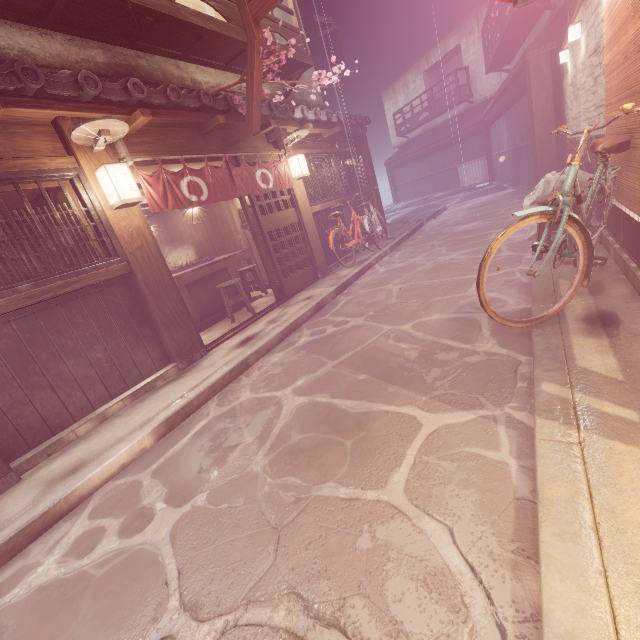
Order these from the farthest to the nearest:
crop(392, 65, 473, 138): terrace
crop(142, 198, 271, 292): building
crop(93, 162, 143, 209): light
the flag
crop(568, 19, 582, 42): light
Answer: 1. crop(392, 65, 473, 138): terrace
2. crop(142, 198, 271, 292): building
3. crop(568, 19, 582, 42): light
4. the flag
5. crop(93, 162, 143, 209): light

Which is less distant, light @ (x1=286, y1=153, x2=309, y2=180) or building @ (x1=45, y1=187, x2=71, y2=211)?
building @ (x1=45, y1=187, x2=71, y2=211)

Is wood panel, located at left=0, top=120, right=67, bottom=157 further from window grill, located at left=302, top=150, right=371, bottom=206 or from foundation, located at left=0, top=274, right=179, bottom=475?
window grill, located at left=302, top=150, right=371, bottom=206

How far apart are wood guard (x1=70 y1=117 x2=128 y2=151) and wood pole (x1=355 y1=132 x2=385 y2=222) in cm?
1400

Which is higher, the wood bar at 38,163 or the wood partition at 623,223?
the wood bar at 38,163

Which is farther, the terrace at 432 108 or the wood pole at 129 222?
the terrace at 432 108

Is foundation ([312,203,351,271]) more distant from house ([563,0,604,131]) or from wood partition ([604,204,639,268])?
house ([563,0,604,131])

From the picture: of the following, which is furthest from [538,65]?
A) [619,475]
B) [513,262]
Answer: [619,475]
